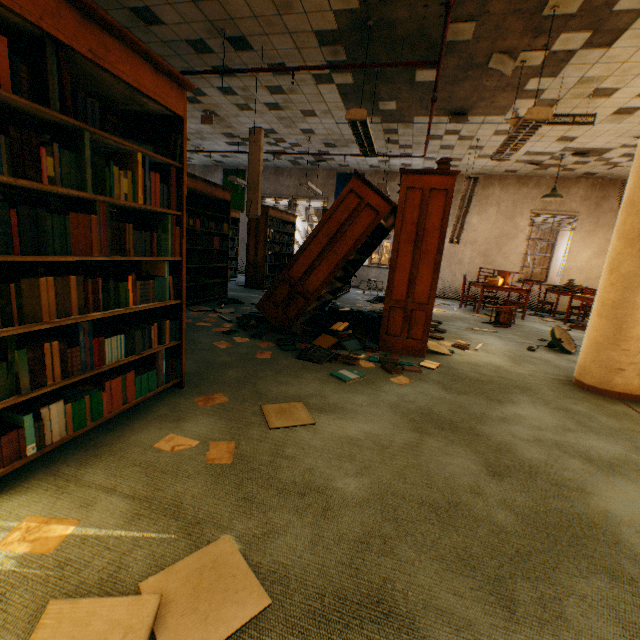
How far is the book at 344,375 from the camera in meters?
3.1

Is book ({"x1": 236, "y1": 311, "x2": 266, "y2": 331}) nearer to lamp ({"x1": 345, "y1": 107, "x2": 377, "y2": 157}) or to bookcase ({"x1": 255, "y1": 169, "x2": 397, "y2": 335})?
bookcase ({"x1": 255, "y1": 169, "x2": 397, "y2": 335})

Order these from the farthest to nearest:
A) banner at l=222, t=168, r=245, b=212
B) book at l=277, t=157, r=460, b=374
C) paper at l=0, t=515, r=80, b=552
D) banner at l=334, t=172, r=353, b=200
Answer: banner at l=222, t=168, r=245, b=212 < banner at l=334, t=172, r=353, b=200 < book at l=277, t=157, r=460, b=374 < paper at l=0, t=515, r=80, b=552

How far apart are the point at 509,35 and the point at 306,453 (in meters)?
5.36

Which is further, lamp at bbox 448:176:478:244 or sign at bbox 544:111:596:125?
lamp at bbox 448:176:478:244

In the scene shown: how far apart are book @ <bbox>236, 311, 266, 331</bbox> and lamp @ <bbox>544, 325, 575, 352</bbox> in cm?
393

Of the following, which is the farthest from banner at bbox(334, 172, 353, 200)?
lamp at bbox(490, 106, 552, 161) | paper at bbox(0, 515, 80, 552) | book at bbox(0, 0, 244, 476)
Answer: paper at bbox(0, 515, 80, 552)

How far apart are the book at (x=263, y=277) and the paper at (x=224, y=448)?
7.0m
